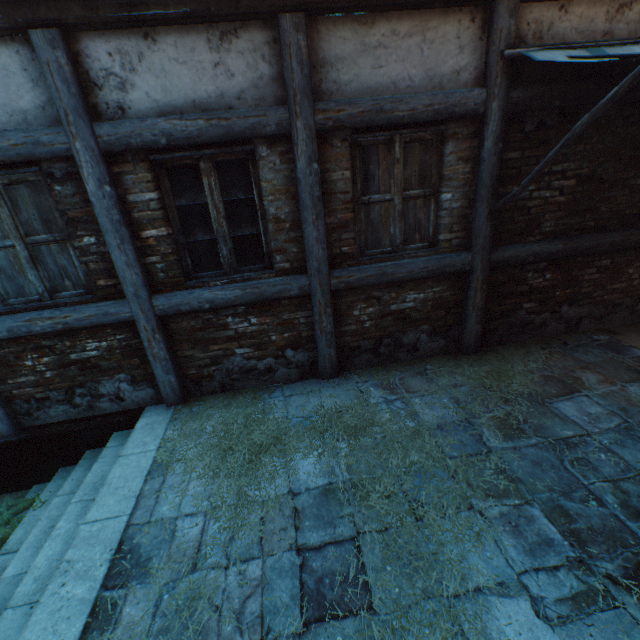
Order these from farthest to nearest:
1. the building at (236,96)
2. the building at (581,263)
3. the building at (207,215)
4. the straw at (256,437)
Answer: the building at (581,263)
the building at (207,215)
the building at (236,96)
the straw at (256,437)

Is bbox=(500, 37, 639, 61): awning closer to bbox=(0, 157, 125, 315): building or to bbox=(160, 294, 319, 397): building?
bbox=(0, 157, 125, 315): building

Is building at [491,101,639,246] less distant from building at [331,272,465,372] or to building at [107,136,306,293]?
building at [331,272,465,372]

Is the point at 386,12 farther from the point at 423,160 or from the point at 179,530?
the point at 179,530

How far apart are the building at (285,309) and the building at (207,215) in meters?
0.2 m

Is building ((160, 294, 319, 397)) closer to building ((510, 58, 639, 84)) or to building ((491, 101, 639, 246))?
building ((510, 58, 639, 84))

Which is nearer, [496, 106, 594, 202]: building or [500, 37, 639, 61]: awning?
[500, 37, 639, 61]: awning

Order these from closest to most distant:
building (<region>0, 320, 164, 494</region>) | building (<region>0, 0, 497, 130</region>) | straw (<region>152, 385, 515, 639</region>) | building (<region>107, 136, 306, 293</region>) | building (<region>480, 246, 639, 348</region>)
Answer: straw (<region>152, 385, 515, 639</region>)
building (<region>0, 0, 497, 130</region>)
building (<region>107, 136, 306, 293</region>)
building (<region>0, 320, 164, 494</region>)
building (<region>480, 246, 639, 348</region>)
